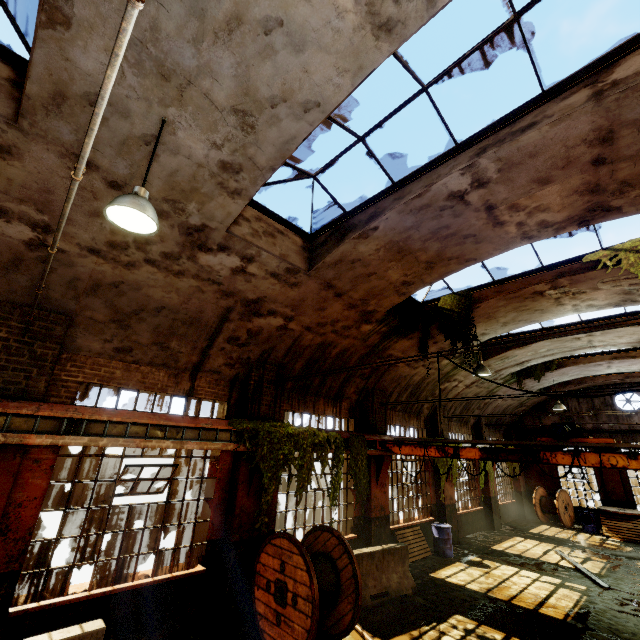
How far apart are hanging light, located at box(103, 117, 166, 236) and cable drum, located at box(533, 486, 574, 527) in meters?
23.4

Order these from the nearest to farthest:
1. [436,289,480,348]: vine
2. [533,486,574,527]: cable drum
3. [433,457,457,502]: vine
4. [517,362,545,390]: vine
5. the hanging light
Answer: the hanging light < [436,289,480,348]: vine < [433,457,457,502]: vine < [517,362,545,390]: vine < [533,486,574,527]: cable drum

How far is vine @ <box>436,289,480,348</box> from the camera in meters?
9.2

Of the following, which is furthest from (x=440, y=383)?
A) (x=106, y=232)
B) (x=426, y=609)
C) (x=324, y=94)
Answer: (x=106, y=232)

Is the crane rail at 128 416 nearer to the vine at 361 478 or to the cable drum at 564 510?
the vine at 361 478

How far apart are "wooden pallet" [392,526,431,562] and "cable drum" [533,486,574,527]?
10.69m

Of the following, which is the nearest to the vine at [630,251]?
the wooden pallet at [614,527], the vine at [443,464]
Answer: the wooden pallet at [614,527]

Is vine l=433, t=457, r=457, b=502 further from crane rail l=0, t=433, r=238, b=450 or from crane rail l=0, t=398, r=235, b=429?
crane rail l=0, t=433, r=238, b=450
